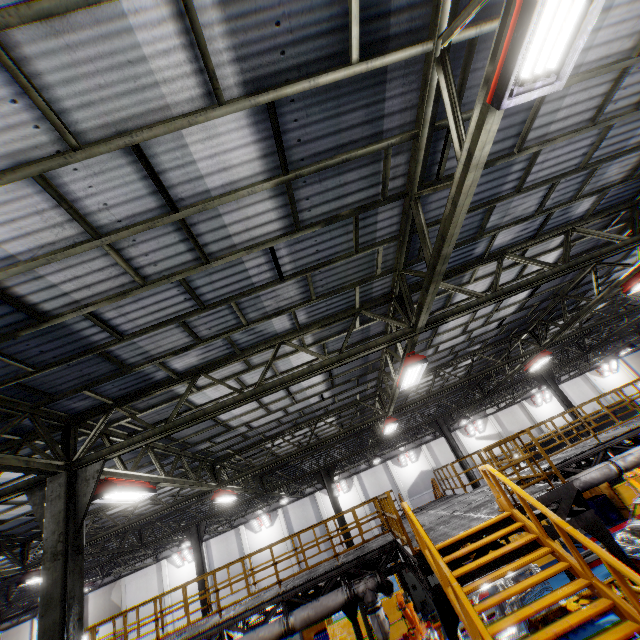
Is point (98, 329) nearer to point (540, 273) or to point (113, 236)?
point (113, 236)

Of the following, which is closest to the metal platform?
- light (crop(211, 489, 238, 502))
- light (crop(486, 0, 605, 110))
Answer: light (crop(211, 489, 238, 502))

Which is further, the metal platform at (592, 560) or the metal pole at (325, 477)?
the metal pole at (325, 477)

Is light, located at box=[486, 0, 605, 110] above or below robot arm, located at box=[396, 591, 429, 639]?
above

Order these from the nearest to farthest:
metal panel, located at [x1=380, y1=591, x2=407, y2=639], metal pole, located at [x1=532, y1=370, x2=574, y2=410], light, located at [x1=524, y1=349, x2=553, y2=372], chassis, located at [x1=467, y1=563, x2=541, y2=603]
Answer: chassis, located at [x1=467, y1=563, x2=541, y2=603] < light, located at [x1=524, y1=349, x2=553, y2=372] < metal panel, located at [x1=380, y1=591, x2=407, y2=639] < metal pole, located at [x1=532, y1=370, x2=574, y2=410]

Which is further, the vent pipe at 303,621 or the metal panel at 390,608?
the metal panel at 390,608

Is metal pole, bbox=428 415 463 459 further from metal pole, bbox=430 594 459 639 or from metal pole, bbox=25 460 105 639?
metal pole, bbox=25 460 105 639

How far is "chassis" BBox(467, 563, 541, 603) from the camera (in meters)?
10.58
